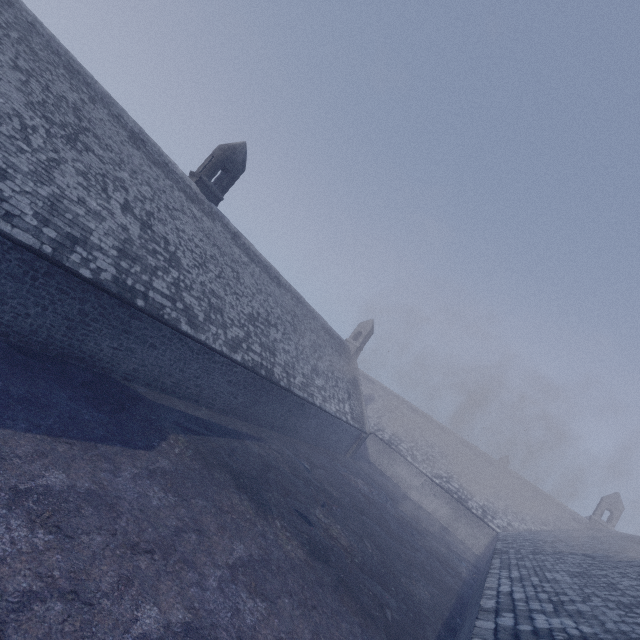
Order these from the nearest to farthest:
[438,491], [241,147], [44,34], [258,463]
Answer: [44,34], [258,463], [241,147], [438,491]
